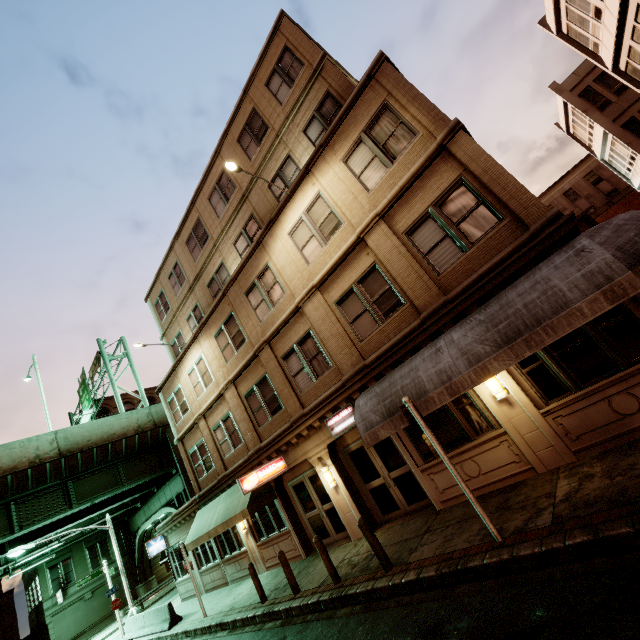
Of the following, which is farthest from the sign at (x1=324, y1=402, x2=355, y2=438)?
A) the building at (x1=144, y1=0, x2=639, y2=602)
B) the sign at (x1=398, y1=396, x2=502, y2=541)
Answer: the sign at (x1=398, y1=396, x2=502, y2=541)

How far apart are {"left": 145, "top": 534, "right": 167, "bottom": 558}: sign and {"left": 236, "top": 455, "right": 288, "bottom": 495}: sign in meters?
14.8

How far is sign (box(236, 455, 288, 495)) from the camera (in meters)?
11.84

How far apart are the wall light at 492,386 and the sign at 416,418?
2.2m

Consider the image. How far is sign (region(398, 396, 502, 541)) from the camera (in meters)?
6.21

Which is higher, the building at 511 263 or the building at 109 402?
the building at 109 402

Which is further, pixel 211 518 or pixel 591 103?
pixel 591 103

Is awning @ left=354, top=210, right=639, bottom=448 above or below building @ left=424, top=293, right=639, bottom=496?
above
